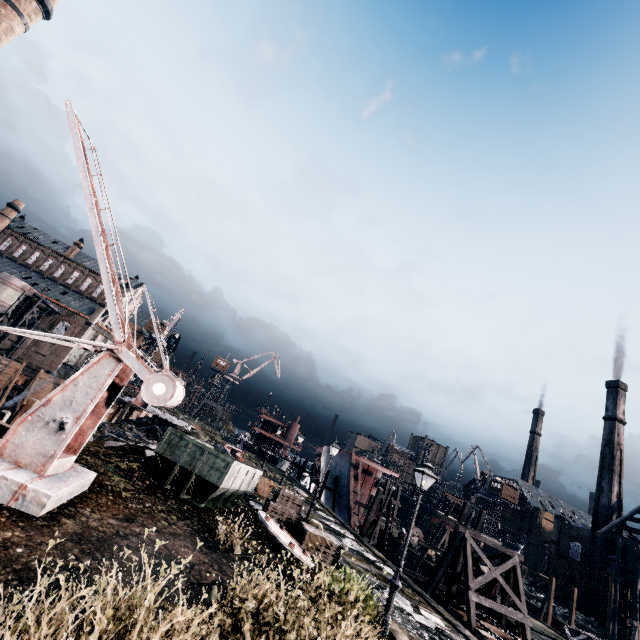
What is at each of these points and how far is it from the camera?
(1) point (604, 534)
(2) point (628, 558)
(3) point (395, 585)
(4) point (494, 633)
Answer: (1) wood roof frame, 53.6m
(2) building, 50.4m
(3) street light, 11.6m
(4) railway, 19.0m

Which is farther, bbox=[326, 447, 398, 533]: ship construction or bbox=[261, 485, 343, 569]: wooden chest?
bbox=[326, 447, 398, 533]: ship construction

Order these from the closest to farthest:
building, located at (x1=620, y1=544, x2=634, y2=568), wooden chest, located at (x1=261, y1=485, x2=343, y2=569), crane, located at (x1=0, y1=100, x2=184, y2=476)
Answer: crane, located at (x1=0, y1=100, x2=184, y2=476) → wooden chest, located at (x1=261, y1=485, x2=343, y2=569) → building, located at (x1=620, y1=544, x2=634, y2=568)

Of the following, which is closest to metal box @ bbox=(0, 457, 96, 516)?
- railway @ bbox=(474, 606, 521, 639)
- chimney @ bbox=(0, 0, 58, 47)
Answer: railway @ bbox=(474, 606, 521, 639)

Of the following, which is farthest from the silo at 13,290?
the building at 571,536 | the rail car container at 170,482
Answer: the rail car container at 170,482

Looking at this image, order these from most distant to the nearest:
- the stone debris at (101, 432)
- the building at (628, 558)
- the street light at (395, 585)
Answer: the building at (628, 558) → the stone debris at (101, 432) → the street light at (395, 585)

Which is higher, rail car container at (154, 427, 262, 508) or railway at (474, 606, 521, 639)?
rail car container at (154, 427, 262, 508)

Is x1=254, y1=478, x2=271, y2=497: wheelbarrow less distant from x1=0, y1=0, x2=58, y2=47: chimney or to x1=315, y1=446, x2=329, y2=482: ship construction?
x1=315, y1=446, x2=329, y2=482: ship construction
